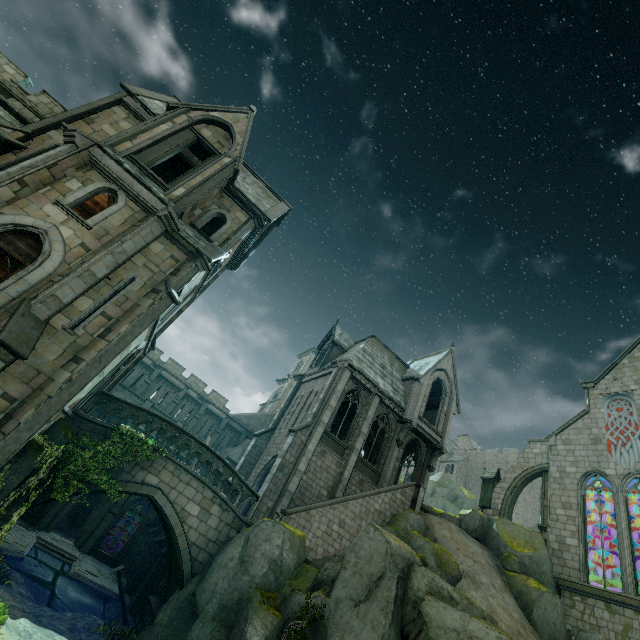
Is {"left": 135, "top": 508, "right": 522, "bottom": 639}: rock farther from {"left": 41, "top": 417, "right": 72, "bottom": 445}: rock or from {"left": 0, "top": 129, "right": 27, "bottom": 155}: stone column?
{"left": 0, "top": 129, "right": 27, "bottom": 155}: stone column

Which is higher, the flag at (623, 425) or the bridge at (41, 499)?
the flag at (623, 425)

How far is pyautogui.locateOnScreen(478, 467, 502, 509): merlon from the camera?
25.2m

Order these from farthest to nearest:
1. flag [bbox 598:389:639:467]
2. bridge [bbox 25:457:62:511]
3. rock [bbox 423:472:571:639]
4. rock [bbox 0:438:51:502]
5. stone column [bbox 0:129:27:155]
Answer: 1. flag [bbox 598:389:639:467]
2. rock [bbox 423:472:571:639]
3. stone column [bbox 0:129:27:155]
4. bridge [bbox 25:457:62:511]
5. rock [bbox 0:438:51:502]

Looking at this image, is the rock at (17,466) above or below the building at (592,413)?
below

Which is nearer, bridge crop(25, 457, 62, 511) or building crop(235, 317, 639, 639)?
bridge crop(25, 457, 62, 511)

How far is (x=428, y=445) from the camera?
26.8 meters

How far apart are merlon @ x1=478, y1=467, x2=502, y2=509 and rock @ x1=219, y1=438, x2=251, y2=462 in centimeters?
2254cm
